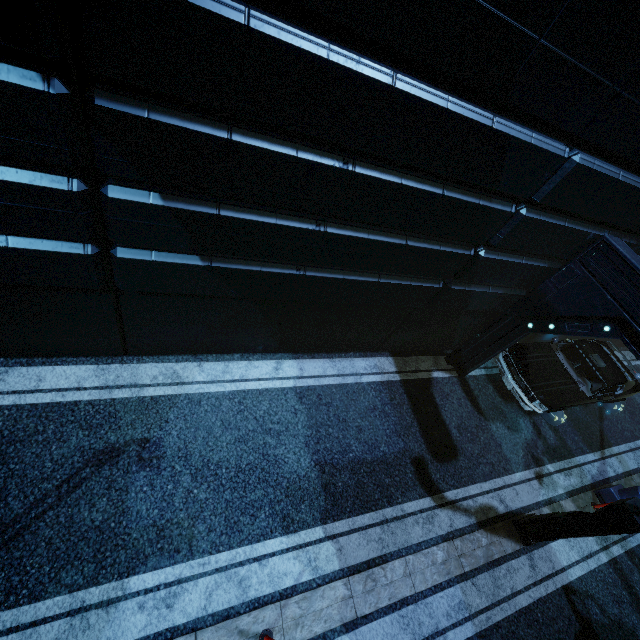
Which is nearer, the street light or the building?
the building

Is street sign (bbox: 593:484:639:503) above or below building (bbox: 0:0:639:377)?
below

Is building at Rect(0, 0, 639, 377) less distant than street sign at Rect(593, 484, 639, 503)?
Yes

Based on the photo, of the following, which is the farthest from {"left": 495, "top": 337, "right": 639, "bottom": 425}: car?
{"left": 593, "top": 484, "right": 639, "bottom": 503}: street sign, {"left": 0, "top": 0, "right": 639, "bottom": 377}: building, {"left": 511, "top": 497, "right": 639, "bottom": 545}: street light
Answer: {"left": 511, "top": 497, "right": 639, "bottom": 545}: street light

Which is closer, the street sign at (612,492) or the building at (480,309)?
the building at (480,309)

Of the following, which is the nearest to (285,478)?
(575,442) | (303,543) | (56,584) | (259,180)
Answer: (303,543)

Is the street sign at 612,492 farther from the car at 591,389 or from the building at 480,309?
the building at 480,309

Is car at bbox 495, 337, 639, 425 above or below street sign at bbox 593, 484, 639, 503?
above
